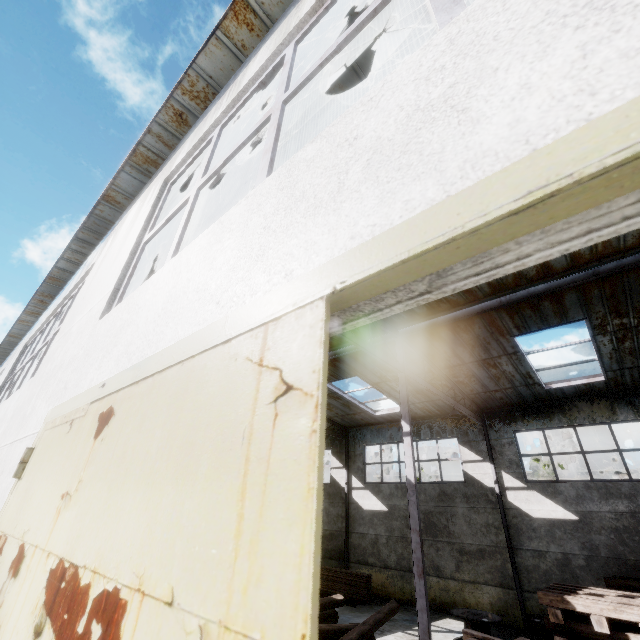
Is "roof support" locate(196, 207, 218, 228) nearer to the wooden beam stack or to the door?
the door

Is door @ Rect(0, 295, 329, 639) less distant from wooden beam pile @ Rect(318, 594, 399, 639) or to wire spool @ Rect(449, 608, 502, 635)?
wooden beam pile @ Rect(318, 594, 399, 639)

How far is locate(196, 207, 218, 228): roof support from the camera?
5.7m

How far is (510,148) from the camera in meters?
0.7

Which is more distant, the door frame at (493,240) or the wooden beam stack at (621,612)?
the wooden beam stack at (621,612)

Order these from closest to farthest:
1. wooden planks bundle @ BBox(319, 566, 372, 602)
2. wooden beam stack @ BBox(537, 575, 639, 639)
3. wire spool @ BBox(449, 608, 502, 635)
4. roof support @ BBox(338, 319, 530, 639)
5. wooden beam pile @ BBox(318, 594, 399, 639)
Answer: wooden beam stack @ BBox(537, 575, 639, 639) < roof support @ BBox(338, 319, 530, 639) < wooden beam pile @ BBox(318, 594, 399, 639) < wire spool @ BBox(449, 608, 502, 635) < wooden planks bundle @ BBox(319, 566, 372, 602)

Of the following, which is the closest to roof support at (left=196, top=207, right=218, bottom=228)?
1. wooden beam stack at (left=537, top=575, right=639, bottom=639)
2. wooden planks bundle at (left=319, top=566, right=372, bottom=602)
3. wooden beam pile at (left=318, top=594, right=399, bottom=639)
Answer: wooden beam pile at (left=318, top=594, right=399, bottom=639)

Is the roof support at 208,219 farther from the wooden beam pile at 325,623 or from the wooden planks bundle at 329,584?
the wooden planks bundle at 329,584
